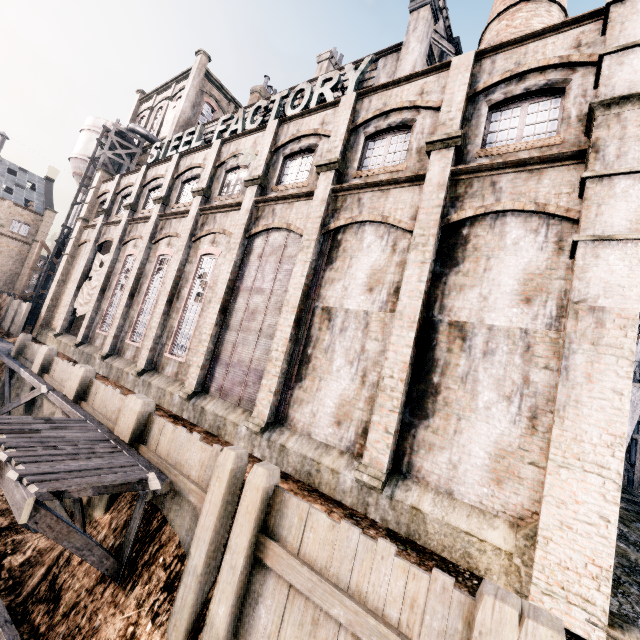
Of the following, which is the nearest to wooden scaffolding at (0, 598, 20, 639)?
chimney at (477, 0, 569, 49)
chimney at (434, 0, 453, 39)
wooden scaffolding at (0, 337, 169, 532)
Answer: wooden scaffolding at (0, 337, 169, 532)

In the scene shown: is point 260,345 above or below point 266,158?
below

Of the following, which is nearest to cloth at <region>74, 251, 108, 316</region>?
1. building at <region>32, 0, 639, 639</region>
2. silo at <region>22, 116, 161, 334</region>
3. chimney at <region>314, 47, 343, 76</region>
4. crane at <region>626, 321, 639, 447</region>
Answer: building at <region>32, 0, 639, 639</region>

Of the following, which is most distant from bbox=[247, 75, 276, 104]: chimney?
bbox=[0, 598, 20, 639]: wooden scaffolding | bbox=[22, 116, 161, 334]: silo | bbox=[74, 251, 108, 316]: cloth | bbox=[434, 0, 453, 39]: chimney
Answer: bbox=[0, 598, 20, 639]: wooden scaffolding

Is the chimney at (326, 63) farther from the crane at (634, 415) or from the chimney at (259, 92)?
the crane at (634, 415)

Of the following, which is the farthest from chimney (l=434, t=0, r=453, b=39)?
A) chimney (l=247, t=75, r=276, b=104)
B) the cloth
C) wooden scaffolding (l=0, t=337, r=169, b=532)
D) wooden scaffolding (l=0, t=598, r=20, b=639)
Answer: wooden scaffolding (l=0, t=598, r=20, b=639)

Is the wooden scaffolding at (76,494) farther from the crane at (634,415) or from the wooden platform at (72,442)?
the crane at (634,415)

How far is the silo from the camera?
30.86m
